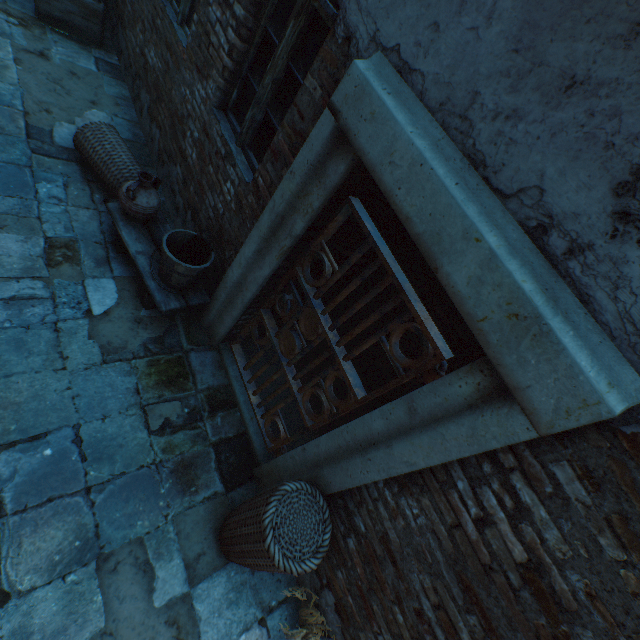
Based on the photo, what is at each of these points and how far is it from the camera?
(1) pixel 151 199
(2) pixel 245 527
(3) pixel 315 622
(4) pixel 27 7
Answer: (1) ceramic pot, 3.07m
(2) wicker basket, 2.08m
(3) plants, 2.51m
(4) ground pavers, 4.56m

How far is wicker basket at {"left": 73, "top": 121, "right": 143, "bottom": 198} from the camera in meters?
3.5 m

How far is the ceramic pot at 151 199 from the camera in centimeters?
294cm

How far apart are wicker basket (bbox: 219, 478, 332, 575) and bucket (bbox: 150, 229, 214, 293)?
1.8 meters

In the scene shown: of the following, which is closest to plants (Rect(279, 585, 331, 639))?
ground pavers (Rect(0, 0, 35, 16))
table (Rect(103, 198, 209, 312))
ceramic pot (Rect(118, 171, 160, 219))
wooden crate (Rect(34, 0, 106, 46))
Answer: ground pavers (Rect(0, 0, 35, 16))

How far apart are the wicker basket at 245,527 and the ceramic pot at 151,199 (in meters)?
2.71

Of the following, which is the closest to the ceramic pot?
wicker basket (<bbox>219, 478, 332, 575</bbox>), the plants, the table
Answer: the table

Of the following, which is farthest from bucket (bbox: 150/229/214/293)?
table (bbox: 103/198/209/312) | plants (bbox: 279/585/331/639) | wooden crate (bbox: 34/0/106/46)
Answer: wooden crate (bbox: 34/0/106/46)
